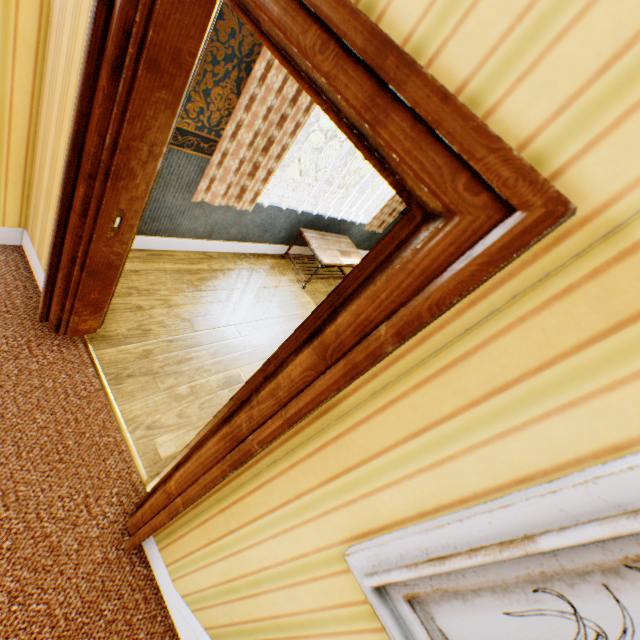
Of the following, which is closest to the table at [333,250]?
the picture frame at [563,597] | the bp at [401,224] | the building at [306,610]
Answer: the building at [306,610]

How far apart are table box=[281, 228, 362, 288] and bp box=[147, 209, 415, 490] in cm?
188

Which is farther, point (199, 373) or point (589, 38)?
point (199, 373)

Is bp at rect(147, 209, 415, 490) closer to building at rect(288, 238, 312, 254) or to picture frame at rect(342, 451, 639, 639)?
building at rect(288, 238, 312, 254)

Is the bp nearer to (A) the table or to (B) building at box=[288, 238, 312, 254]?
(B) building at box=[288, 238, 312, 254]

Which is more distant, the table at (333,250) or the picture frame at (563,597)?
the table at (333,250)

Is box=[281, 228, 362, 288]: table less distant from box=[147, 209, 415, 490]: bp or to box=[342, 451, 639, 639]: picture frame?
box=[147, 209, 415, 490]: bp

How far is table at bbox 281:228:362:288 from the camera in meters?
4.3
